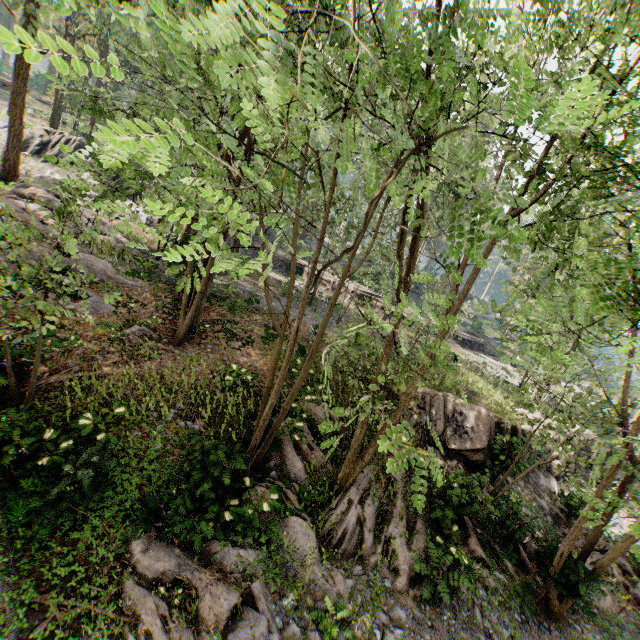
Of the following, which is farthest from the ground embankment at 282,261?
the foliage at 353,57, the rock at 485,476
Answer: the rock at 485,476

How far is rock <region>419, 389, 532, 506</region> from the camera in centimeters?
1289cm

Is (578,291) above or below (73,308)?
above

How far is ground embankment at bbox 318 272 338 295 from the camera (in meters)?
35.66

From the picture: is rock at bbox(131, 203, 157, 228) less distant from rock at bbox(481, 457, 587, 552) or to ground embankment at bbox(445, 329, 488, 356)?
ground embankment at bbox(445, 329, 488, 356)

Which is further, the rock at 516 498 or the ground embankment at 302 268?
the ground embankment at 302 268

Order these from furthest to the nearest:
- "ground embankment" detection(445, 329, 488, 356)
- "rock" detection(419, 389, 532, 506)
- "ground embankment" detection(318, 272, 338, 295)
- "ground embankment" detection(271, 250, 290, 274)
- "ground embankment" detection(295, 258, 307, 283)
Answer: "ground embankment" detection(445, 329, 488, 356)
"ground embankment" detection(271, 250, 290, 274)
"ground embankment" detection(318, 272, 338, 295)
"ground embankment" detection(295, 258, 307, 283)
"rock" detection(419, 389, 532, 506)
